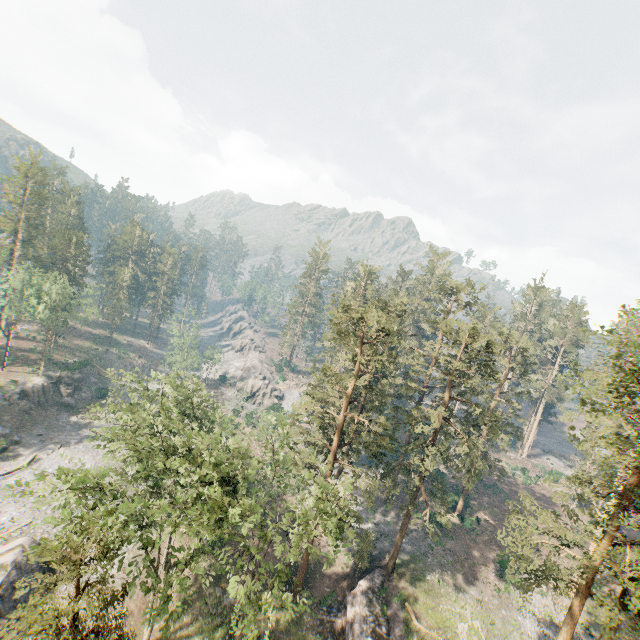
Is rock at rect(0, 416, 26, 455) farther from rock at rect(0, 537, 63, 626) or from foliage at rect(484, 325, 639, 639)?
foliage at rect(484, 325, 639, 639)

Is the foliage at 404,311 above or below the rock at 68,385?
above

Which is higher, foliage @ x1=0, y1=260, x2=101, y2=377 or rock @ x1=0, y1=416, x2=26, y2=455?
foliage @ x1=0, y1=260, x2=101, y2=377

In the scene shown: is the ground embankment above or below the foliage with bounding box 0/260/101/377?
below

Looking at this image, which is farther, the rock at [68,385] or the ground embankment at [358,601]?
the rock at [68,385]

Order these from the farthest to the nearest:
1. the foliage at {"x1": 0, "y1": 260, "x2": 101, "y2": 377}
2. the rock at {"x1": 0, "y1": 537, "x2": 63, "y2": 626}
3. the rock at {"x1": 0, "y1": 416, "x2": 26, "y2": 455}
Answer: the foliage at {"x1": 0, "y1": 260, "x2": 101, "y2": 377} < the rock at {"x1": 0, "y1": 416, "x2": 26, "y2": 455} < the rock at {"x1": 0, "y1": 537, "x2": 63, "y2": 626}

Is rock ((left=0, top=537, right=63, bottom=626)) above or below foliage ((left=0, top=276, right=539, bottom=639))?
below

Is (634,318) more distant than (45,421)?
No
